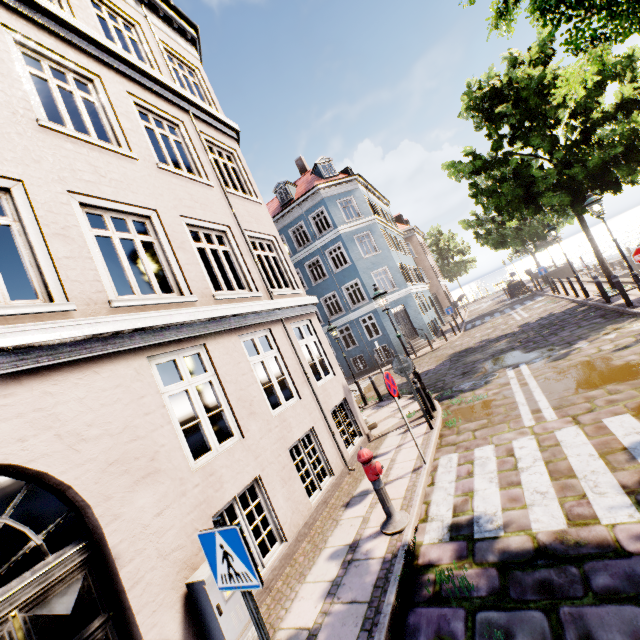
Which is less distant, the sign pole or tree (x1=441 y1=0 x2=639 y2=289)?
the sign pole

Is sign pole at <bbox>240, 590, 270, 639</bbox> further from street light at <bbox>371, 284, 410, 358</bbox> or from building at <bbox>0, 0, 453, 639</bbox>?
street light at <bbox>371, 284, 410, 358</bbox>

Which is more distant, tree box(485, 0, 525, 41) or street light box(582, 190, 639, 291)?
street light box(582, 190, 639, 291)

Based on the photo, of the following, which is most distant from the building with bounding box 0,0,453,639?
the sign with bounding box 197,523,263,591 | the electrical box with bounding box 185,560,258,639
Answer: the sign with bounding box 197,523,263,591

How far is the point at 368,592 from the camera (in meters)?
3.87

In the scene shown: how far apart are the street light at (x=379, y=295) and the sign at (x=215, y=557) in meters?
7.4

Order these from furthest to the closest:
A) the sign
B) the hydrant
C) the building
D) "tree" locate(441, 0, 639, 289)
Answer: the hydrant < "tree" locate(441, 0, 639, 289) < the building < the sign

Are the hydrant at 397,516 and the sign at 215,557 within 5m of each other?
yes
